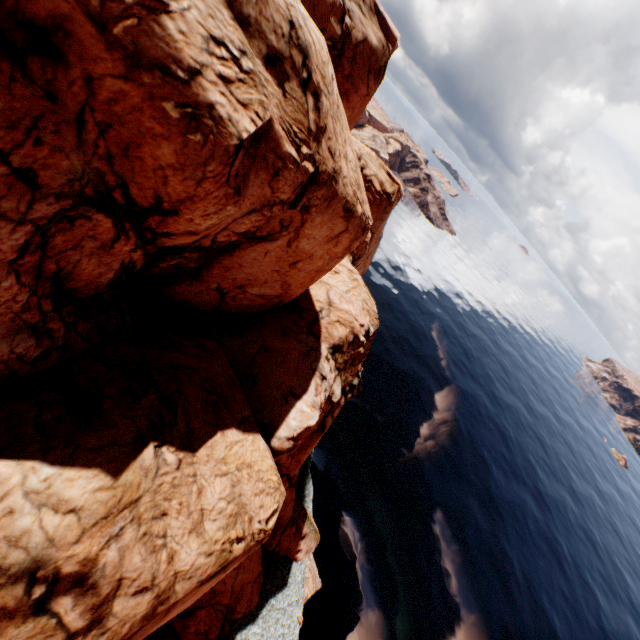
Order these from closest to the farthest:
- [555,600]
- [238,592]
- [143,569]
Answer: [143,569] → [238,592] → [555,600]
